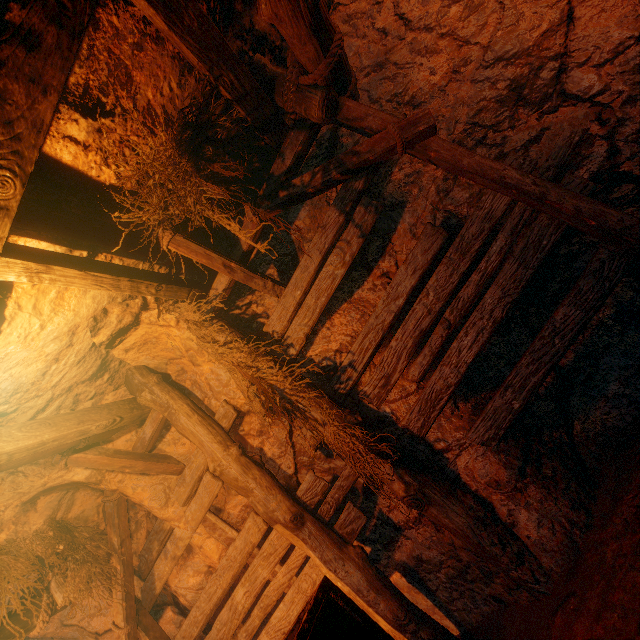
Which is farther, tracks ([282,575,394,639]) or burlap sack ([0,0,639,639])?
burlap sack ([0,0,639,639])

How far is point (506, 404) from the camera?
2.8 meters

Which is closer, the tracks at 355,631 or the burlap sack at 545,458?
the tracks at 355,631
